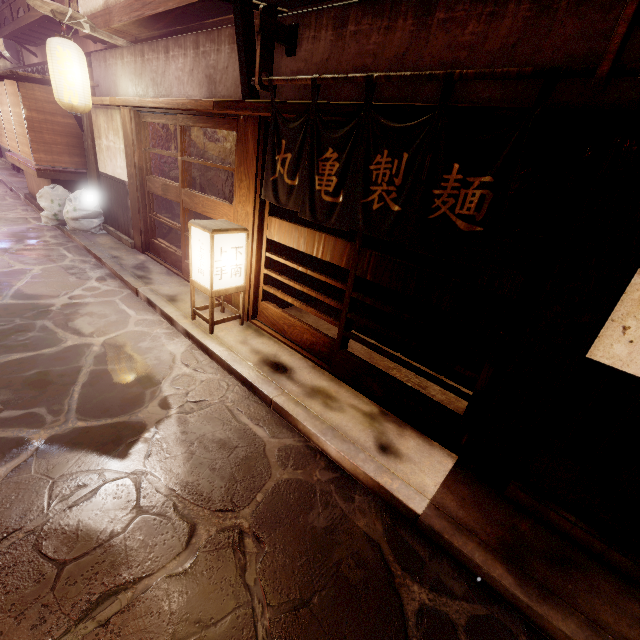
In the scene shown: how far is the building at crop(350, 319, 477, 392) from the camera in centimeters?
834cm

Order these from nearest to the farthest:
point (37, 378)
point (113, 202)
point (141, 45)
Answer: point (37, 378) → point (141, 45) → point (113, 202)

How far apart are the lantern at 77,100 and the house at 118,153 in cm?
87

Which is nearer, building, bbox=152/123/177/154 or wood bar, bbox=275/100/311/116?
wood bar, bbox=275/100/311/116

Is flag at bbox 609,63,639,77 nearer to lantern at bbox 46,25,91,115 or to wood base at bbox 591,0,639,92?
wood base at bbox 591,0,639,92

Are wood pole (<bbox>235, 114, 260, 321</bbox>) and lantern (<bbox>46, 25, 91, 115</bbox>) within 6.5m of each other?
no

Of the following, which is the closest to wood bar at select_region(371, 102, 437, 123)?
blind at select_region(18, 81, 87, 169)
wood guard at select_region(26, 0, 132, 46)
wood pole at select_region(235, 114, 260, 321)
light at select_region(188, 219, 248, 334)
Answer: wood pole at select_region(235, 114, 260, 321)

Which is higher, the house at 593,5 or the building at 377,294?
the house at 593,5
